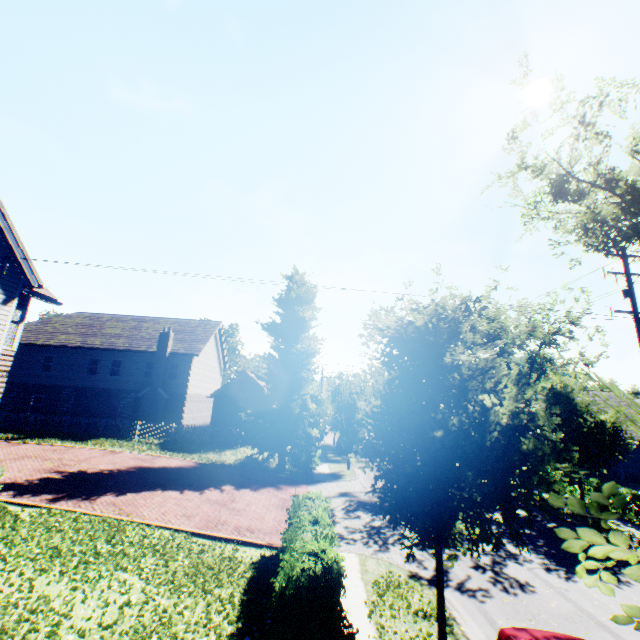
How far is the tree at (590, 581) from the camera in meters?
0.9 m

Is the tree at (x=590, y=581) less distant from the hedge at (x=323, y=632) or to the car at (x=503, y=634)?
the hedge at (x=323, y=632)

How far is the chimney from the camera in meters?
26.9

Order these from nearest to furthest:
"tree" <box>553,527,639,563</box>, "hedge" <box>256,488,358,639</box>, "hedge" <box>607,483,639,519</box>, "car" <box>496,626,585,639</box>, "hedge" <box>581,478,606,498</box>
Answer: "tree" <box>553,527,639,563</box>
"hedge" <box>256,488,358,639</box>
"car" <box>496,626,585,639</box>
"hedge" <box>607,483,639,519</box>
"hedge" <box>581,478,606,498</box>

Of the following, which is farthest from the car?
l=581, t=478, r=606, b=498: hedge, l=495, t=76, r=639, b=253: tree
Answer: l=581, t=478, r=606, b=498: hedge

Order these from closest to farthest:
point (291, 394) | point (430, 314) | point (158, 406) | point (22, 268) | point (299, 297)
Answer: point (430, 314)
point (22, 268)
point (291, 394)
point (299, 297)
point (158, 406)

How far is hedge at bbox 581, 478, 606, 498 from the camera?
17.6 meters

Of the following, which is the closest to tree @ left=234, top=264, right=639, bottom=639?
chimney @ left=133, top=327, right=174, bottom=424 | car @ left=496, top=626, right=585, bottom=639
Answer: car @ left=496, top=626, right=585, bottom=639
